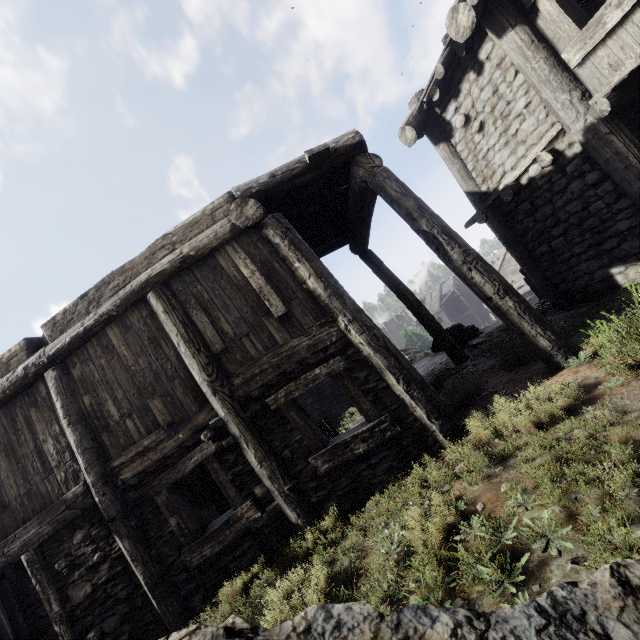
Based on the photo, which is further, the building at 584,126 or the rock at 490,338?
the rock at 490,338

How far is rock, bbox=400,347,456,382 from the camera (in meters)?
9.10

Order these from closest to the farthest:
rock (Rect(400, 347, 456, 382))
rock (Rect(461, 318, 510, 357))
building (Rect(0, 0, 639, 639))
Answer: building (Rect(0, 0, 639, 639)) < rock (Rect(461, 318, 510, 357)) < rock (Rect(400, 347, 456, 382))

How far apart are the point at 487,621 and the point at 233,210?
5.73m

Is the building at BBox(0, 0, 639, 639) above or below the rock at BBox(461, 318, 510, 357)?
above

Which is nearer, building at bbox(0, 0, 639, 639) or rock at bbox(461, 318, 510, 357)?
building at bbox(0, 0, 639, 639)

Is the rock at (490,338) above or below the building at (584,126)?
below
